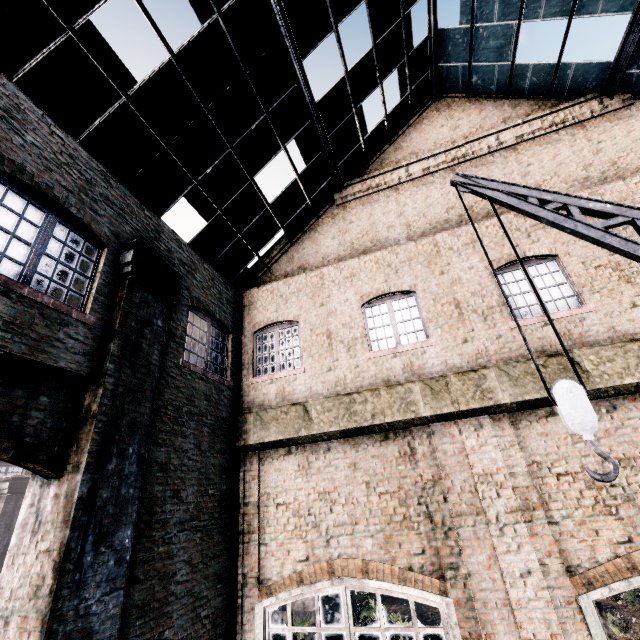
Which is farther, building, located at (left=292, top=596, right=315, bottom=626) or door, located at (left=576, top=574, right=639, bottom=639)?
building, located at (left=292, top=596, right=315, bottom=626)

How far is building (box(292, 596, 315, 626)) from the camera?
20.7 meters

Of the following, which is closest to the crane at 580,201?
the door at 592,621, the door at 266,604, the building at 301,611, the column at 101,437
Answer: the door at 592,621

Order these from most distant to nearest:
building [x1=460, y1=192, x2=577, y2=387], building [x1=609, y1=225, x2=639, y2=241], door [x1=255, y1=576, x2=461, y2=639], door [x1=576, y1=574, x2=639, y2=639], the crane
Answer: building [x1=609, y1=225, x2=639, y2=241], building [x1=460, y1=192, x2=577, y2=387], door [x1=255, y1=576, x2=461, y2=639], door [x1=576, y1=574, x2=639, y2=639], the crane

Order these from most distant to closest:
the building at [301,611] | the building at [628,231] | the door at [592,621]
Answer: the building at [301,611] → the building at [628,231] → the door at [592,621]

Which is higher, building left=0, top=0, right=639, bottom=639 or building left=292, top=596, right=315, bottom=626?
building left=0, top=0, right=639, bottom=639

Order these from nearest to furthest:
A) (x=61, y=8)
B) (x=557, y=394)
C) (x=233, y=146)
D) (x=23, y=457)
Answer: (x=557, y=394)
(x=23, y=457)
(x=61, y=8)
(x=233, y=146)

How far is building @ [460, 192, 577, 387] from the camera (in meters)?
7.39
